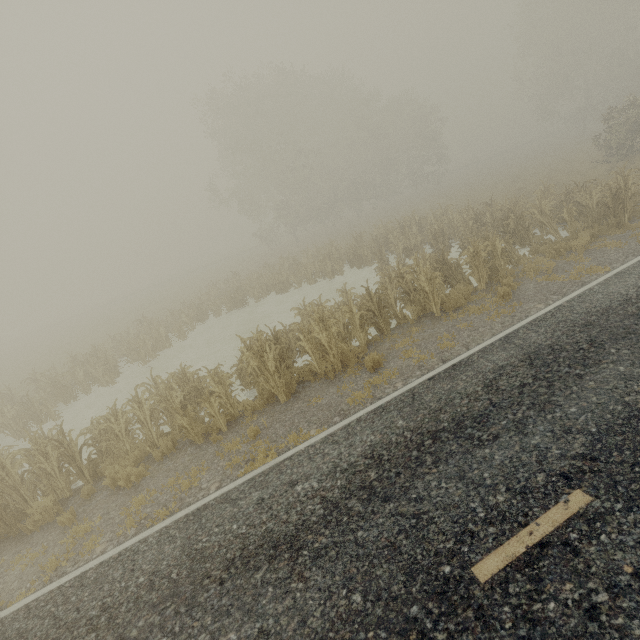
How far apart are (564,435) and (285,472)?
4.7m
